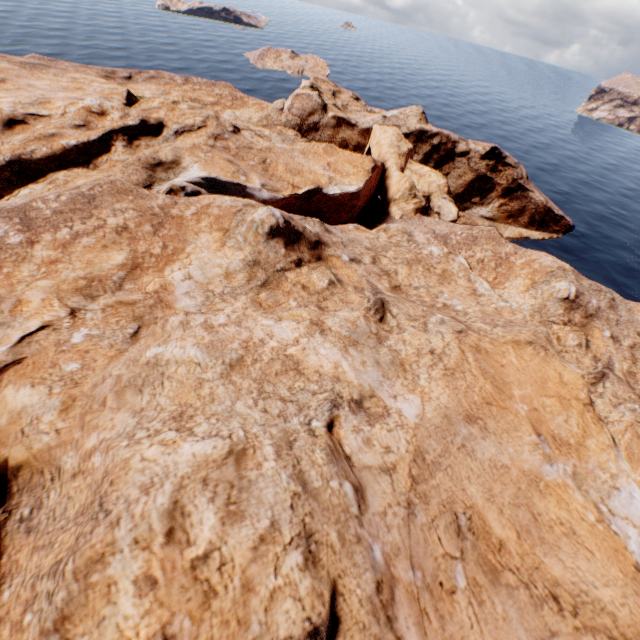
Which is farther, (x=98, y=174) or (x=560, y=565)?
(x=98, y=174)
